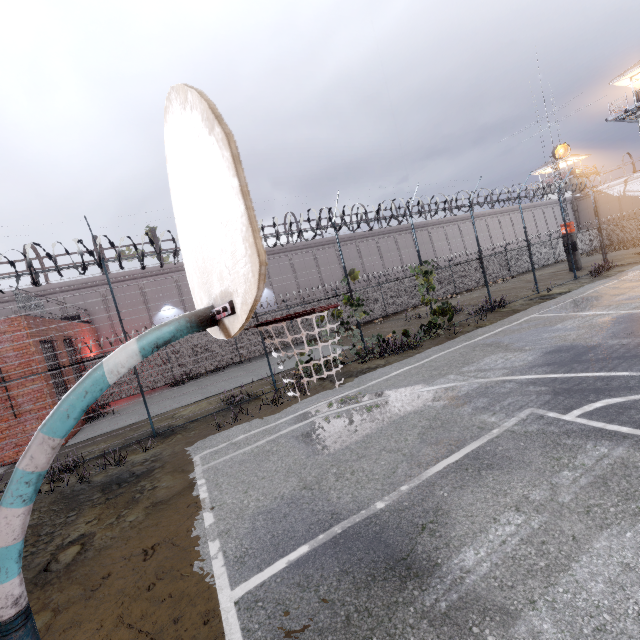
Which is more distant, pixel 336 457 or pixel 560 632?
pixel 336 457

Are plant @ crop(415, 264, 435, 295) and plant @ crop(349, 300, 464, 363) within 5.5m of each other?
yes

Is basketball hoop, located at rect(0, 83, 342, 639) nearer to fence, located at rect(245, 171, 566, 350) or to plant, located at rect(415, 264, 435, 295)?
fence, located at rect(245, 171, 566, 350)

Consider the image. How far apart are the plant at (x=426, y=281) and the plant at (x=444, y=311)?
1.28m

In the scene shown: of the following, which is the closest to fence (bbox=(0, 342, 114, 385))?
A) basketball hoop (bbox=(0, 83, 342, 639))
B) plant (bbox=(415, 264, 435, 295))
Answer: plant (bbox=(415, 264, 435, 295))

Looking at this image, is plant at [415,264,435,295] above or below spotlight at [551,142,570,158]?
below

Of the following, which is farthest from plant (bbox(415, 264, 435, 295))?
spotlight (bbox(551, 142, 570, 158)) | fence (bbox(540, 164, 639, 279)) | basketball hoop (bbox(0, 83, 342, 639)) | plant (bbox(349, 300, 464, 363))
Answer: spotlight (bbox(551, 142, 570, 158))

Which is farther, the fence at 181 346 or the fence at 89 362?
the fence at 181 346
